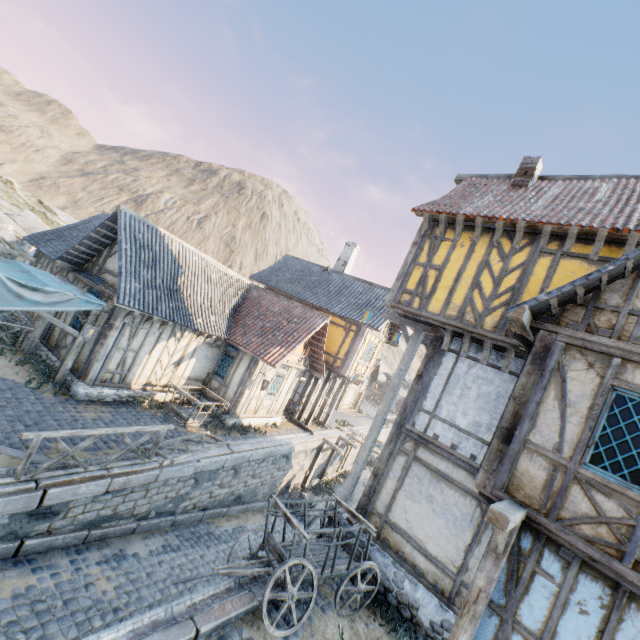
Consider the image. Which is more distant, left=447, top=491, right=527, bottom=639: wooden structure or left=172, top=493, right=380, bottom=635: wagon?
left=172, top=493, right=380, bottom=635: wagon

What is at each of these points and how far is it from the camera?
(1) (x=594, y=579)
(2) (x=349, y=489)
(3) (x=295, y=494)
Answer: (1) building, 4.55m
(2) wooden structure, 9.36m
(3) barrel, 16.20m

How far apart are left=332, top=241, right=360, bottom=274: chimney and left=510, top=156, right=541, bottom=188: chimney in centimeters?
1245cm

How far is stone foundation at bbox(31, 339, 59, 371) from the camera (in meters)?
11.31

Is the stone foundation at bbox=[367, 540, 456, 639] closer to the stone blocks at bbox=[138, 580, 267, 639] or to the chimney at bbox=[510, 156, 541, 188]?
the stone blocks at bbox=[138, 580, 267, 639]

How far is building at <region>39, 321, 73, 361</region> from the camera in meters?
11.8

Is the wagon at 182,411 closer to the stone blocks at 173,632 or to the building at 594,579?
the stone blocks at 173,632

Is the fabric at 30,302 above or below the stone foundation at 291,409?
above
